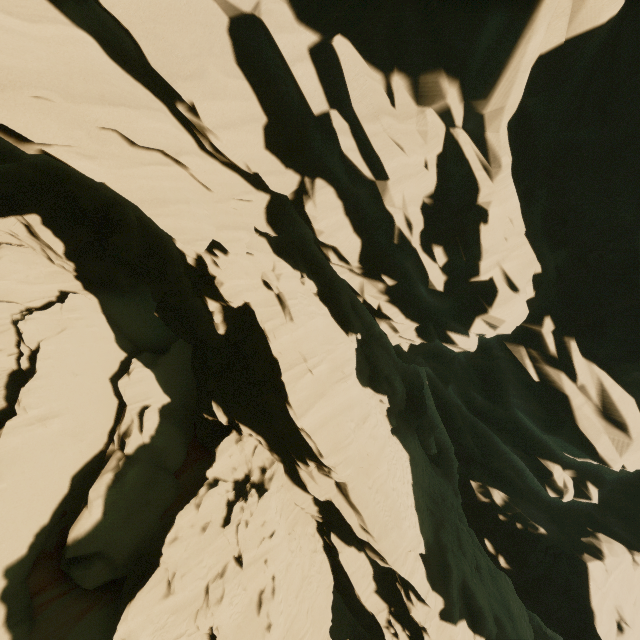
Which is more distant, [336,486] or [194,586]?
[336,486]
